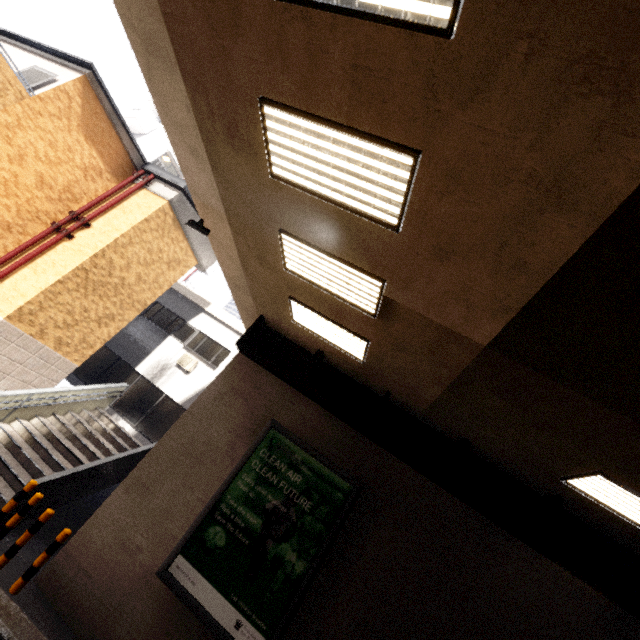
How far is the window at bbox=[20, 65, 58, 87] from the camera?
8.3m

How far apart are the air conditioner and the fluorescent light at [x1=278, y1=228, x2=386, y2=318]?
9.6 meters

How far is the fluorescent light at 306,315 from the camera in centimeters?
658cm

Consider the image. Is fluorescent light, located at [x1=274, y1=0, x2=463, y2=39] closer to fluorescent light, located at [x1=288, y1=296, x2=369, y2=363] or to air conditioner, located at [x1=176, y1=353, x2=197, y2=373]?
fluorescent light, located at [x1=288, y1=296, x2=369, y2=363]

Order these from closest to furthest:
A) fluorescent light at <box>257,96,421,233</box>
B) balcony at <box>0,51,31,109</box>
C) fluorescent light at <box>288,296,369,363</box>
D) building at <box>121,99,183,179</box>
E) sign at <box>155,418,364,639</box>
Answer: fluorescent light at <box>257,96,421,233</box>
sign at <box>155,418,364,639</box>
fluorescent light at <box>288,296,369,363</box>
balcony at <box>0,51,31,109</box>
building at <box>121,99,183,179</box>

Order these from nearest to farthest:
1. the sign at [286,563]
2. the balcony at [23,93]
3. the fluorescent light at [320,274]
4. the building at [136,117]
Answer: the fluorescent light at [320,274] → the sign at [286,563] → the balcony at [23,93] → the building at [136,117]

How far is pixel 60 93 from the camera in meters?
8.5 m

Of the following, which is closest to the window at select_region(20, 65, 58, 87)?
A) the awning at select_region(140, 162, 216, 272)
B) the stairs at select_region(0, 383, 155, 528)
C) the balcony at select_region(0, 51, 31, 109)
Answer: the balcony at select_region(0, 51, 31, 109)
